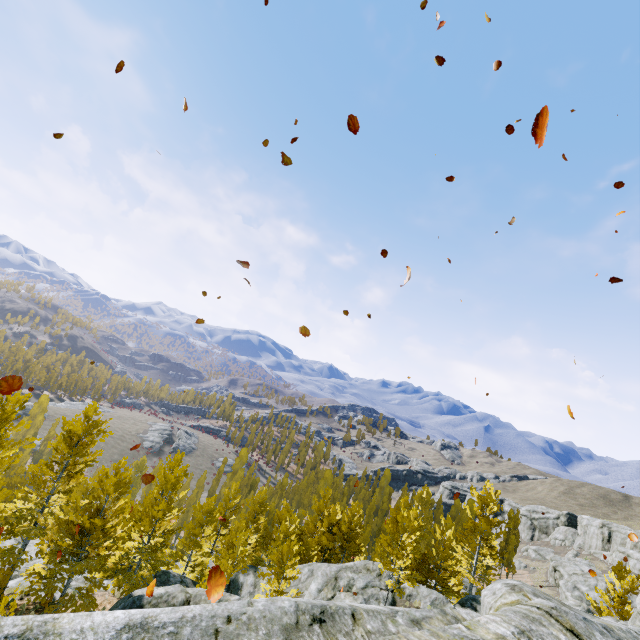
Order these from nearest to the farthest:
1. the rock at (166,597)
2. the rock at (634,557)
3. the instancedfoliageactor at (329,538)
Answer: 1. the rock at (166,597)
2. the instancedfoliageactor at (329,538)
3. the rock at (634,557)

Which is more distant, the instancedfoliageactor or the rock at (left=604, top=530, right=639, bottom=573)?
the rock at (left=604, top=530, right=639, bottom=573)

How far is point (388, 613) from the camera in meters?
3.7 m

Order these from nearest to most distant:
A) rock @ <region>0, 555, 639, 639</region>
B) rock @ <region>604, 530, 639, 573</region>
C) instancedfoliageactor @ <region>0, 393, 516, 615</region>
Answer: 1. rock @ <region>0, 555, 639, 639</region>
2. instancedfoliageactor @ <region>0, 393, 516, 615</region>
3. rock @ <region>604, 530, 639, 573</region>

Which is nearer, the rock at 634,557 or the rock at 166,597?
the rock at 166,597

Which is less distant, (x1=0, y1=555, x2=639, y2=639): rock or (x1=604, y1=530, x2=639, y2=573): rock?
(x1=0, y1=555, x2=639, y2=639): rock
